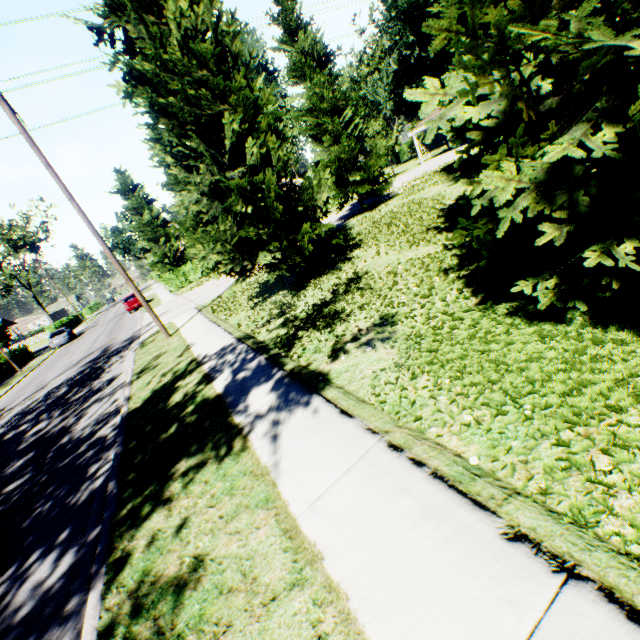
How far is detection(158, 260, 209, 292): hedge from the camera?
30.8m

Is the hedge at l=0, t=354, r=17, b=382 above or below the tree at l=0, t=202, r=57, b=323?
below

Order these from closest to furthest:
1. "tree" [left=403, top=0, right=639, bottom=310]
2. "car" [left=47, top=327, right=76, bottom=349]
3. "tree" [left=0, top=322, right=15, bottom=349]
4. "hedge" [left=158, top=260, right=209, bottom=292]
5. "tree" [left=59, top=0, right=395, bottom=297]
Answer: "tree" [left=403, top=0, right=639, bottom=310] → "tree" [left=59, top=0, right=395, bottom=297] → "hedge" [left=158, top=260, right=209, bottom=292] → "car" [left=47, top=327, right=76, bottom=349] → "tree" [left=0, top=322, right=15, bottom=349]

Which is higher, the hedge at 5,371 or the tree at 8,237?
the tree at 8,237

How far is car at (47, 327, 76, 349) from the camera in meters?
32.8

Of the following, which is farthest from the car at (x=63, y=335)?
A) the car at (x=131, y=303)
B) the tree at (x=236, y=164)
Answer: the tree at (x=236, y=164)

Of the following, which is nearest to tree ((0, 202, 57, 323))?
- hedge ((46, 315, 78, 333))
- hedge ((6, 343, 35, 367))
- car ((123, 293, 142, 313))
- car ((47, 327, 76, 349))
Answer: hedge ((46, 315, 78, 333))

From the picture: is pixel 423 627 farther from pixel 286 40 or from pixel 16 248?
pixel 16 248
